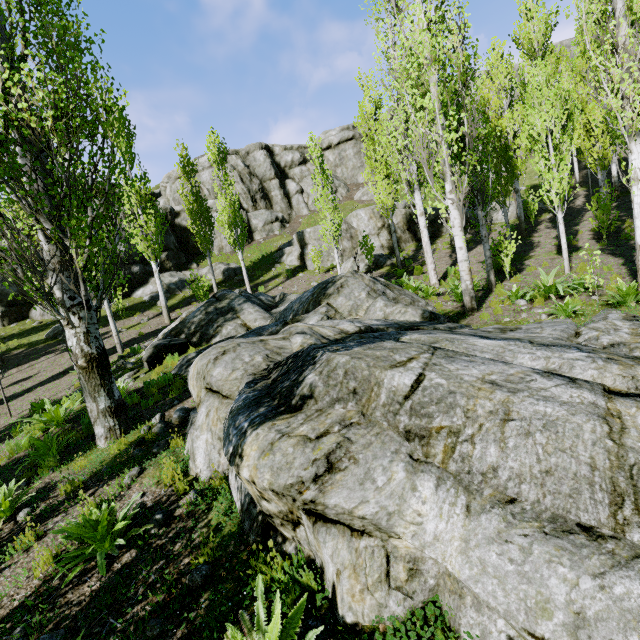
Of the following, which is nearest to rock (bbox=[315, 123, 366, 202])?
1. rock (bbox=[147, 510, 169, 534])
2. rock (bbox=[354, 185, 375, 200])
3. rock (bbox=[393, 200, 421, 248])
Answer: rock (bbox=[354, 185, 375, 200])

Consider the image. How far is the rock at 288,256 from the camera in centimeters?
2378cm

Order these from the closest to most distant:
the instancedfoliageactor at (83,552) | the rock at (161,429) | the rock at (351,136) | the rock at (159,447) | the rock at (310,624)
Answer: the rock at (310,624)
the instancedfoliageactor at (83,552)
the rock at (159,447)
the rock at (161,429)
the rock at (351,136)

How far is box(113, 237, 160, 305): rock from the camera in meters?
24.3

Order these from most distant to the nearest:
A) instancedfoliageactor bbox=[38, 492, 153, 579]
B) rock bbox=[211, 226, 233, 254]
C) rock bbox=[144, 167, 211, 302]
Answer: rock bbox=[211, 226, 233, 254] < rock bbox=[144, 167, 211, 302] < instancedfoliageactor bbox=[38, 492, 153, 579]

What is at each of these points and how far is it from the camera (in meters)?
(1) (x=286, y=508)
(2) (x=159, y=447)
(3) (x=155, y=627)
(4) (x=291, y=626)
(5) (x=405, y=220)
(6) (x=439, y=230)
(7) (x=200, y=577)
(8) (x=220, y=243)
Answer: (1) rock, 2.99
(2) rock, 6.07
(3) rock, 2.89
(4) instancedfoliageactor, 2.33
(5) rock, 22.86
(6) rock, 22.84
(7) rock, 3.24
(8) rock, 31.33

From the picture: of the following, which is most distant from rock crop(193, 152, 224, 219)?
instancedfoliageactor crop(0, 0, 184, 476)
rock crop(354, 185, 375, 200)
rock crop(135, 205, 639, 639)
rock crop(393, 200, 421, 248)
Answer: rock crop(135, 205, 639, 639)

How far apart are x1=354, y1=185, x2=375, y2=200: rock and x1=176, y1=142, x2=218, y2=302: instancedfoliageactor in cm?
→ 1660
